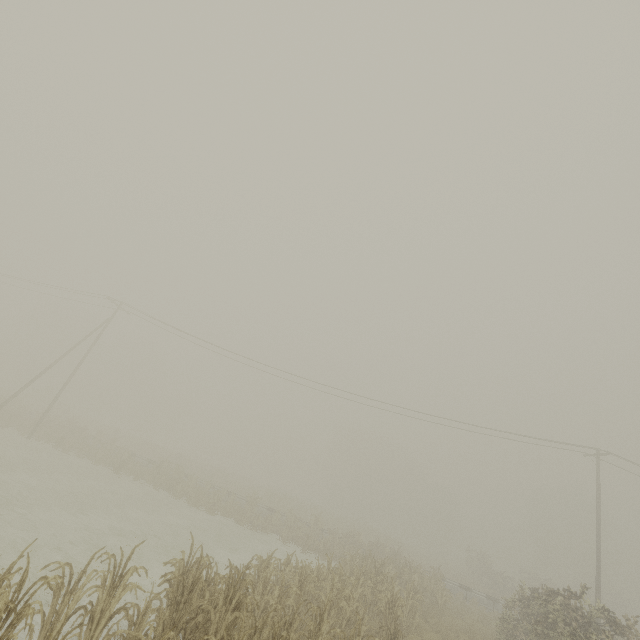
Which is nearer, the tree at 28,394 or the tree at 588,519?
the tree at 588,519

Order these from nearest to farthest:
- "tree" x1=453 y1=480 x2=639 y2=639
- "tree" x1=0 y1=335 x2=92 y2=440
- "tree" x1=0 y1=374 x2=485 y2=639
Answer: "tree" x1=0 y1=374 x2=485 y2=639
"tree" x1=453 y1=480 x2=639 y2=639
"tree" x1=0 y1=335 x2=92 y2=440

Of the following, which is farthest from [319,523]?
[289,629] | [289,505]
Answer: [289,629]

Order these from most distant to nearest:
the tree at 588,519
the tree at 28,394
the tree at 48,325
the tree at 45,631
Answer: the tree at 48,325
the tree at 28,394
the tree at 588,519
the tree at 45,631

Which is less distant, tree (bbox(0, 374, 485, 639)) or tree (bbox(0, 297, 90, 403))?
tree (bbox(0, 374, 485, 639))

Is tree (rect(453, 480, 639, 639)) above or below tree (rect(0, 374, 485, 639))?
above
